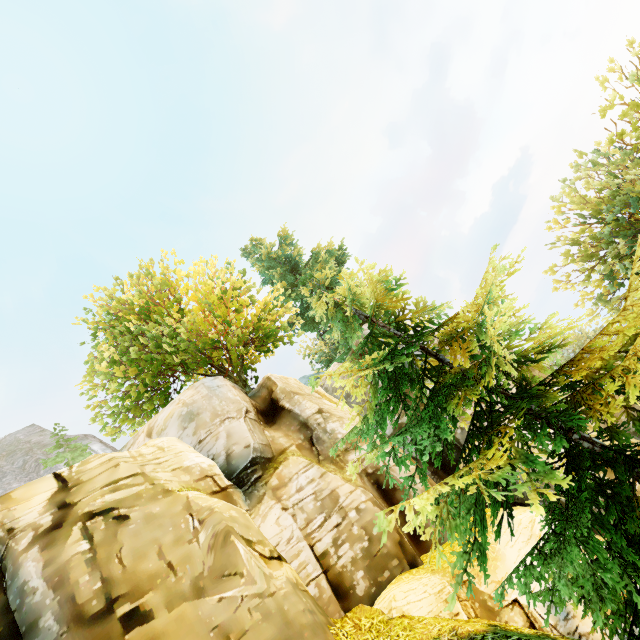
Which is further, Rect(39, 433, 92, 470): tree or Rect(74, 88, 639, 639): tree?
Rect(39, 433, 92, 470): tree

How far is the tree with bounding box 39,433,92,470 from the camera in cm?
2362

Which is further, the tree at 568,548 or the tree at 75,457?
the tree at 75,457

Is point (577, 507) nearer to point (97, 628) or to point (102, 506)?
point (97, 628)

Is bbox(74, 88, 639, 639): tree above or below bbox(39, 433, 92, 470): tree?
below

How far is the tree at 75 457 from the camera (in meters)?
23.62
